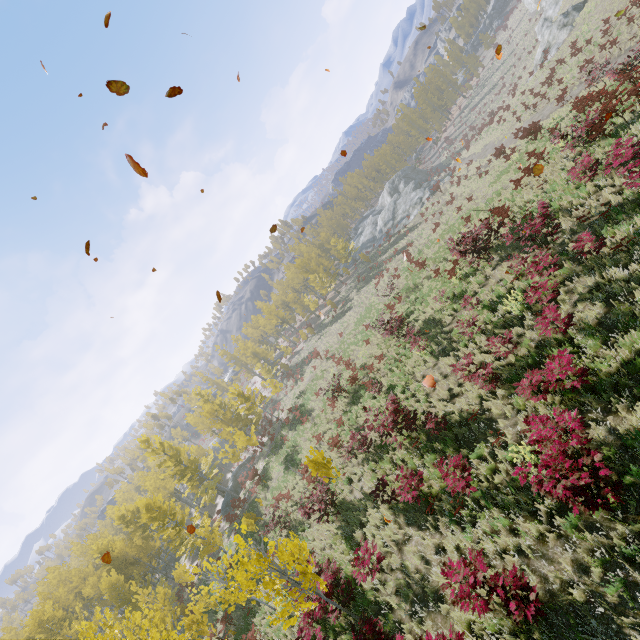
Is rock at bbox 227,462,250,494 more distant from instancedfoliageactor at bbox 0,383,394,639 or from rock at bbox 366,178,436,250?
rock at bbox 366,178,436,250

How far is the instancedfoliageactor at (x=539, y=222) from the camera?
10.96m

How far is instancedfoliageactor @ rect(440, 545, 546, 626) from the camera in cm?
548

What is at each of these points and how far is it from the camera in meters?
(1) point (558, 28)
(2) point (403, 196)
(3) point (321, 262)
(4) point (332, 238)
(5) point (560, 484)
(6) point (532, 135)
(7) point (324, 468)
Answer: (1) rock, 35.8 m
(2) rock, 53.2 m
(3) instancedfoliageactor, 58.0 m
(4) instancedfoliageactor, 52.3 m
(5) instancedfoliageactor, 5.4 m
(6) instancedfoliageactor, 26.5 m
(7) instancedfoliageactor, 12.7 m

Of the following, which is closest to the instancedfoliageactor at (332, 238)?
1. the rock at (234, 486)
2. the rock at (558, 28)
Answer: the rock at (234, 486)

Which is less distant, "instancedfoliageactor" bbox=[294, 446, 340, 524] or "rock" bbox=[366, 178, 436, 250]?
"instancedfoliageactor" bbox=[294, 446, 340, 524]

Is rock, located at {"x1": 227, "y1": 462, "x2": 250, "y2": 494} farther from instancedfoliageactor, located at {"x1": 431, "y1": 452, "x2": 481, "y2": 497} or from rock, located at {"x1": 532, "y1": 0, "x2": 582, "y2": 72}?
rock, located at {"x1": 532, "y1": 0, "x2": 582, "y2": 72}

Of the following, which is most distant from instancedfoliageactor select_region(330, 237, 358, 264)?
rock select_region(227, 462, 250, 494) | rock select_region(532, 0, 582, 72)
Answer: rock select_region(532, 0, 582, 72)
